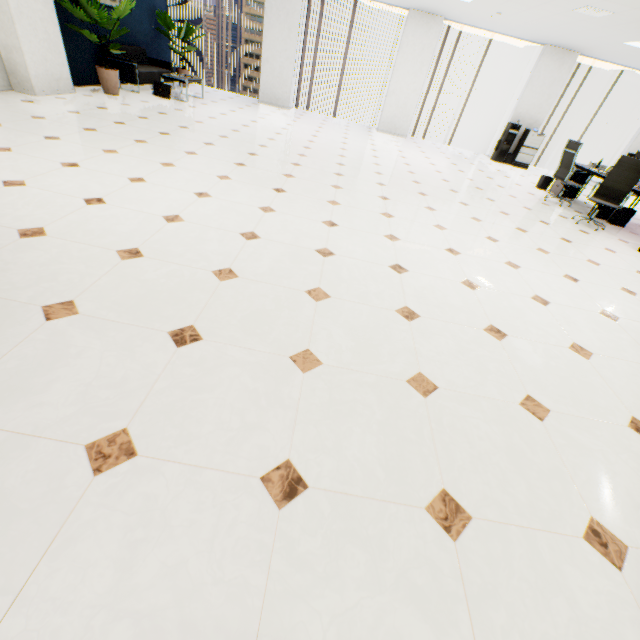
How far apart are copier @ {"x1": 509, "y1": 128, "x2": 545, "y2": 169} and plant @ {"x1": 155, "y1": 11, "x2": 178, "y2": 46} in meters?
10.9 m

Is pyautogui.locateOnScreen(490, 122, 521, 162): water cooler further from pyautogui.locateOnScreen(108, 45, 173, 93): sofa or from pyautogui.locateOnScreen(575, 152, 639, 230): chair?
pyautogui.locateOnScreen(108, 45, 173, 93): sofa

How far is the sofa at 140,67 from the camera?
7.3m

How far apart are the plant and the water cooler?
10.3m

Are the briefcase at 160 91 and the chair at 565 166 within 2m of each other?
no

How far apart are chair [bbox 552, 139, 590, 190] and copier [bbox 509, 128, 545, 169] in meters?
3.8

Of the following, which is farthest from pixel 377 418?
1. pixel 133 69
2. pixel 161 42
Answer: pixel 161 42

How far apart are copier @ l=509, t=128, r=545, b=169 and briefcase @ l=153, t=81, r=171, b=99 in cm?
1027
